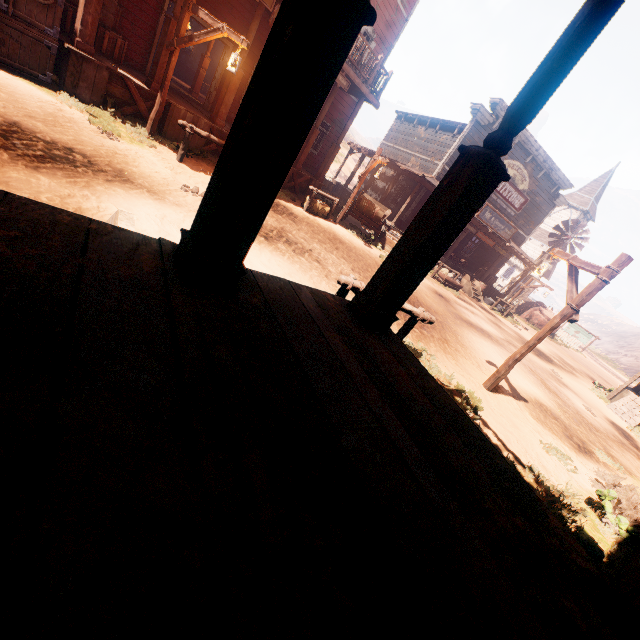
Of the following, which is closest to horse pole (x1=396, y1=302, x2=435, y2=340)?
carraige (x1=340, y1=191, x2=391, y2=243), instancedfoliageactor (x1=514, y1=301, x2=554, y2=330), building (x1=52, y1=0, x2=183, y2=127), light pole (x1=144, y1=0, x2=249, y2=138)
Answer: building (x1=52, y1=0, x2=183, y2=127)

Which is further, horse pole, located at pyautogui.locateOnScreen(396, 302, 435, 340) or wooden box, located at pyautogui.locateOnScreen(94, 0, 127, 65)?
wooden box, located at pyautogui.locateOnScreen(94, 0, 127, 65)

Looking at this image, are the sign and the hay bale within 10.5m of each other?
no

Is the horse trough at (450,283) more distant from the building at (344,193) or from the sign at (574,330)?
the sign at (574,330)

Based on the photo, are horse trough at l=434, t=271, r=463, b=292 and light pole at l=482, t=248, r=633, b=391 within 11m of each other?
yes

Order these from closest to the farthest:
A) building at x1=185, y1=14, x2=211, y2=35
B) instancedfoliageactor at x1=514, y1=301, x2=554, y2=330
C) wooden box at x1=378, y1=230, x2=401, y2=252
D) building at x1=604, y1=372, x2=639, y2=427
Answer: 1. building at x1=185, y1=14, x2=211, y2=35
2. building at x1=604, y1=372, x2=639, y2=427
3. wooden box at x1=378, y1=230, x2=401, y2=252
4. instancedfoliageactor at x1=514, y1=301, x2=554, y2=330

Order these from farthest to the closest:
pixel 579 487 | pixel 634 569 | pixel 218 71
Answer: pixel 218 71
pixel 579 487
pixel 634 569

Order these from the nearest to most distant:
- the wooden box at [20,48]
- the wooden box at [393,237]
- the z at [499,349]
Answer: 1. the z at [499,349]
2. the wooden box at [20,48]
3. the wooden box at [393,237]
